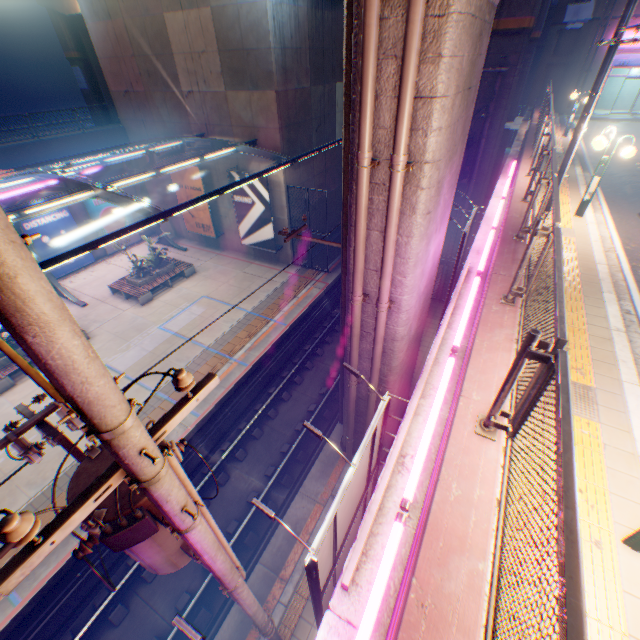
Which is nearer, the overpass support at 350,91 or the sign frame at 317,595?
the sign frame at 317,595

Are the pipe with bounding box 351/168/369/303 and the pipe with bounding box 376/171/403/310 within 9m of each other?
yes

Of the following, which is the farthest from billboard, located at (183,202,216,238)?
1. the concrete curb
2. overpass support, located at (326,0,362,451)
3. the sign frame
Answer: the sign frame

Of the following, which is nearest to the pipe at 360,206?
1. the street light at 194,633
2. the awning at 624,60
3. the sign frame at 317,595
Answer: the sign frame at 317,595

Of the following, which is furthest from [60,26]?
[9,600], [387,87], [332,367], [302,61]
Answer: [9,600]

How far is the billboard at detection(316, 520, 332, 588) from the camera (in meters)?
4.15

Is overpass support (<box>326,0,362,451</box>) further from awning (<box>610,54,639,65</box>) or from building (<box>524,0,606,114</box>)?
awning (<box>610,54,639,65</box>)

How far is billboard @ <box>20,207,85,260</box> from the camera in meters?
17.8
